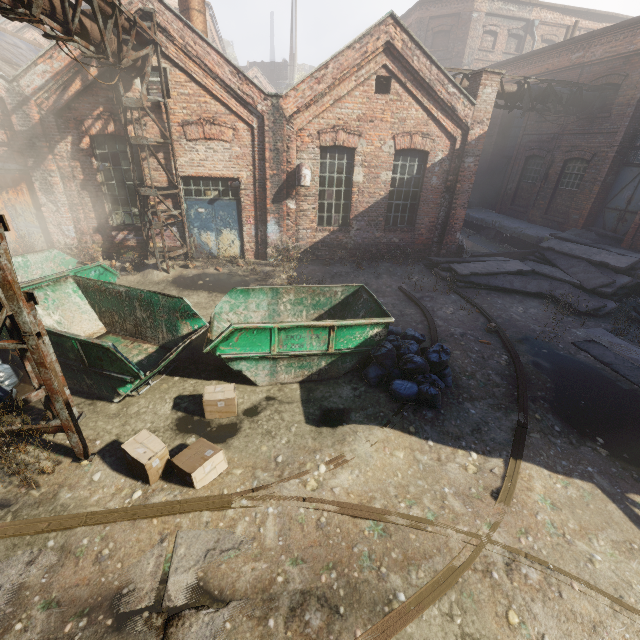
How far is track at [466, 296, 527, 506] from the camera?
4.5m

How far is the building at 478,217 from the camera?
15.0 meters

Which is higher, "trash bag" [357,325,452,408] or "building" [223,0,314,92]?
"building" [223,0,314,92]

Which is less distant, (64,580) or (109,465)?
(64,580)

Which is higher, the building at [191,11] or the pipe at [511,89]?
the building at [191,11]

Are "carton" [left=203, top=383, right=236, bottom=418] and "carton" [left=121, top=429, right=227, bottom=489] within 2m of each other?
A: yes

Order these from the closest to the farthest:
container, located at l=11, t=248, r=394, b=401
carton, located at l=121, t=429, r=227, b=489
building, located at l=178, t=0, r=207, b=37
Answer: carton, located at l=121, t=429, r=227, b=489 → container, located at l=11, t=248, r=394, b=401 → building, located at l=178, t=0, r=207, b=37

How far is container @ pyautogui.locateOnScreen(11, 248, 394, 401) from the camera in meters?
5.5
